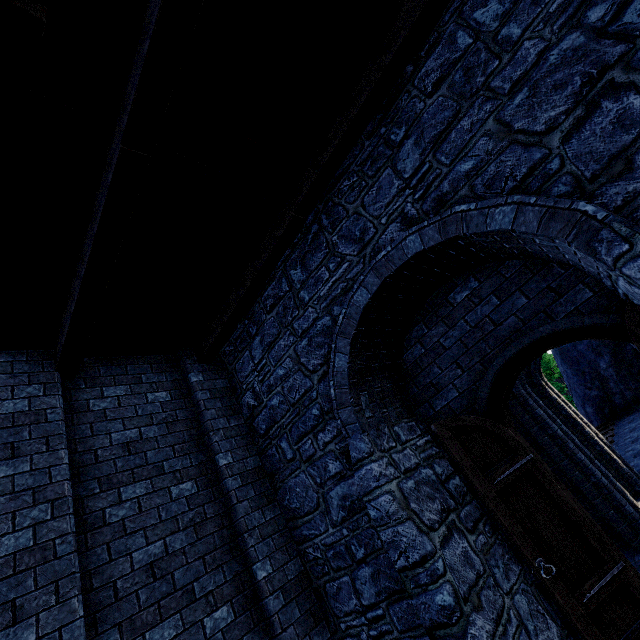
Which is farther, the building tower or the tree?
the tree

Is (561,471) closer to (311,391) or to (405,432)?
(405,432)

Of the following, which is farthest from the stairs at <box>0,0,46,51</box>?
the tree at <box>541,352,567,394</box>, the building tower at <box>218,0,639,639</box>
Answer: the tree at <box>541,352,567,394</box>

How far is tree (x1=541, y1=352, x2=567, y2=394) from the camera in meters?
23.4

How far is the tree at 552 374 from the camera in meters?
23.4 m

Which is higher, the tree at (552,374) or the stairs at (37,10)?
the stairs at (37,10)

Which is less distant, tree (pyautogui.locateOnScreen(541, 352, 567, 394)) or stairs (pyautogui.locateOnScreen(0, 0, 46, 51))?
stairs (pyautogui.locateOnScreen(0, 0, 46, 51))
